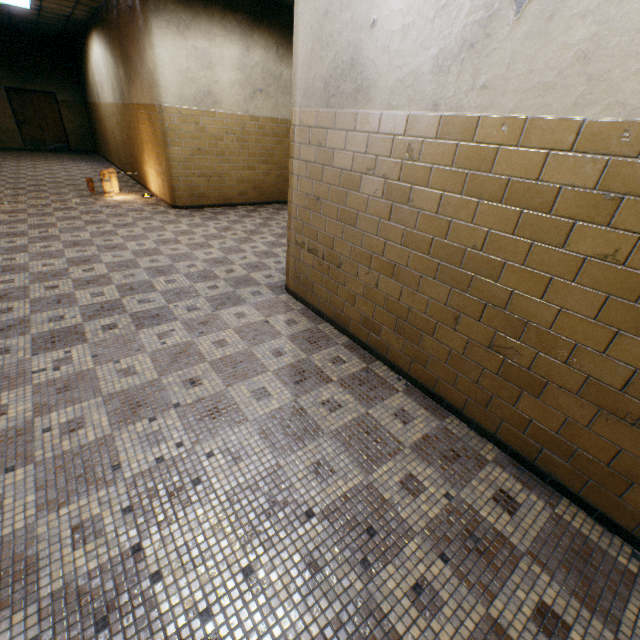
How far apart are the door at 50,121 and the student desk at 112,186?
9.9m

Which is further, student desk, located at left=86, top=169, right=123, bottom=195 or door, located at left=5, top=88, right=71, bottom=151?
door, located at left=5, top=88, right=71, bottom=151

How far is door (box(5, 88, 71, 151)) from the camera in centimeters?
1302cm

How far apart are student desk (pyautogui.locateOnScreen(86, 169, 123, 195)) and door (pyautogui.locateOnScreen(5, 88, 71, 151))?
9.87m

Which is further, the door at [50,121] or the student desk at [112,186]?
the door at [50,121]

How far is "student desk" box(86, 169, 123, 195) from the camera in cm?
748

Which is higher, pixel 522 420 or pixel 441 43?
pixel 441 43
